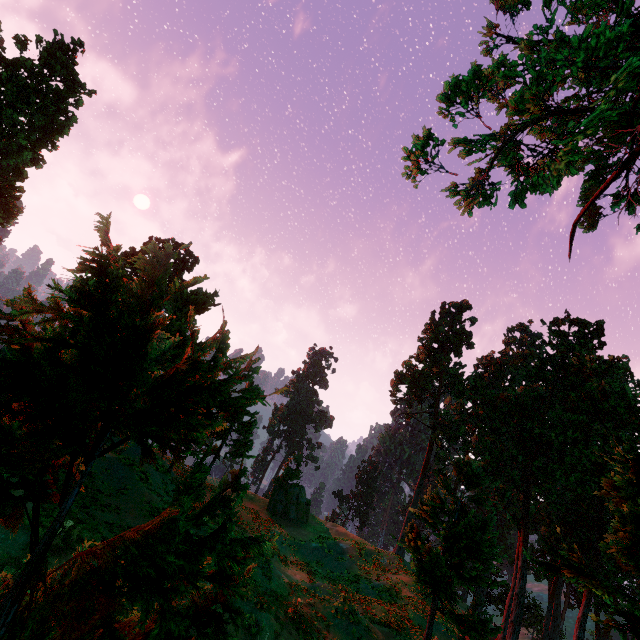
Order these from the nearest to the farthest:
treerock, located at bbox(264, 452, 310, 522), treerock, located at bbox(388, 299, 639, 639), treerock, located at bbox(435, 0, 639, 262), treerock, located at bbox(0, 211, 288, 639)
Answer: treerock, located at bbox(0, 211, 288, 639), treerock, located at bbox(388, 299, 639, 639), treerock, located at bbox(435, 0, 639, 262), treerock, located at bbox(264, 452, 310, 522)

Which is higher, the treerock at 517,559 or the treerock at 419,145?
the treerock at 419,145

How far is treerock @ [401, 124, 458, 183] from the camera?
16.6m

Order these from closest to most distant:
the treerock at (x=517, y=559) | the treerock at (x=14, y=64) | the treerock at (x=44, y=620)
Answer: the treerock at (x=44, y=620), the treerock at (x=517, y=559), the treerock at (x=14, y=64)

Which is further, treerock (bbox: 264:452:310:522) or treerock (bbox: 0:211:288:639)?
treerock (bbox: 264:452:310:522)

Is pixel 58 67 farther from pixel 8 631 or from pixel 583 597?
pixel 583 597
